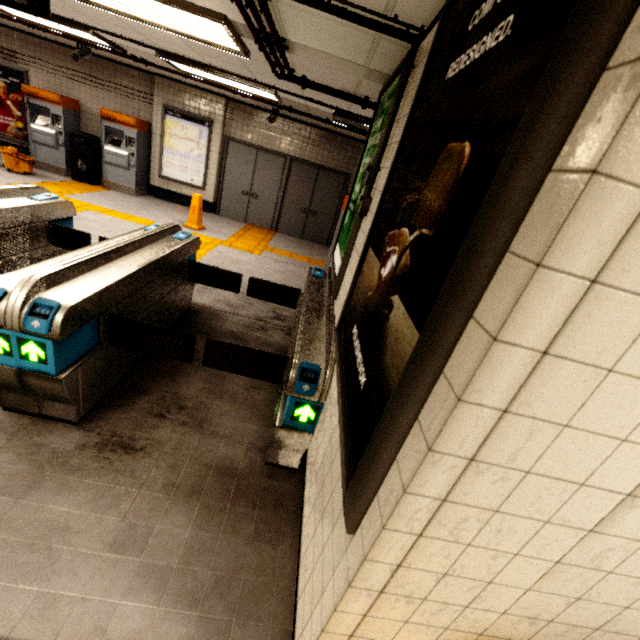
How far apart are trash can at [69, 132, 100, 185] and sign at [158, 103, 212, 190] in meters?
1.4

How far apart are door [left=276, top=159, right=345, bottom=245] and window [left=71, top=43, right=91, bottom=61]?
4.9m

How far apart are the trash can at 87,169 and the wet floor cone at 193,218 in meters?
3.3 m

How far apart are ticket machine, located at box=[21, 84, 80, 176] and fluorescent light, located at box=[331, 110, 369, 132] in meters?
6.9

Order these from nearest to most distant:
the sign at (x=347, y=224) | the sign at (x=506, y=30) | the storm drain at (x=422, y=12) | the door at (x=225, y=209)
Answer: the sign at (x=506, y=30), the storm drain at (x=422, y=12), the sign at (x=347, y=224), the door at (x=225, y=209)

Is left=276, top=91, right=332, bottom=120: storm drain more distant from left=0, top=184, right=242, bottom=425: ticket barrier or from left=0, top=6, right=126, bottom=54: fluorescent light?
left=0, top=184, right=242, bottom=425: ticket barrier

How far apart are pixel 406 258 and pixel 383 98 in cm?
260

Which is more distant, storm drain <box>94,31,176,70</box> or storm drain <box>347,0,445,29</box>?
storm drain <box>94,31,176,70</box>
